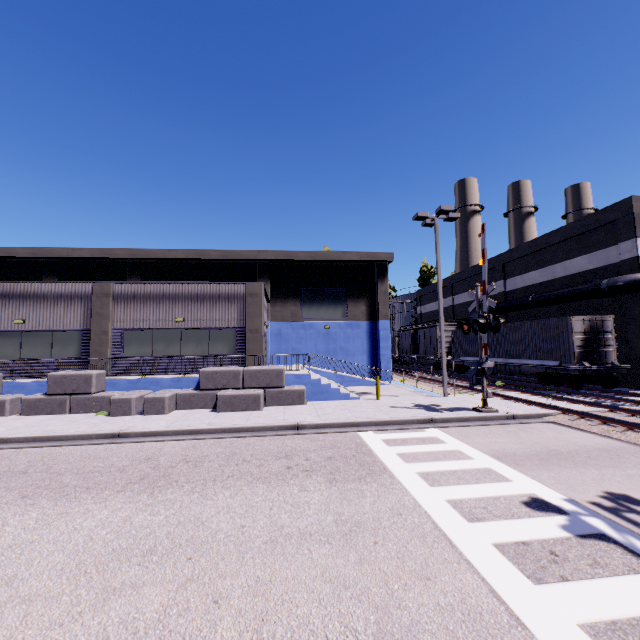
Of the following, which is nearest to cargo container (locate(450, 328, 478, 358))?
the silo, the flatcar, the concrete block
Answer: the flatcar

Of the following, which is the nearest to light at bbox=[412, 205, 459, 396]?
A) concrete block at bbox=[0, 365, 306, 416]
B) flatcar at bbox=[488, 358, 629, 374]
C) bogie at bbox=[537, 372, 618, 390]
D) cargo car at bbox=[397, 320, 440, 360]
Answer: concrete block at bbox=[0, 365, 306, 416]

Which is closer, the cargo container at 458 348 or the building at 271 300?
the building at 271 300

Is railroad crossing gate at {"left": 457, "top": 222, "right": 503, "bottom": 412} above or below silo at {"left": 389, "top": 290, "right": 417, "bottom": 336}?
below

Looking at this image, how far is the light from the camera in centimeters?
1680cm

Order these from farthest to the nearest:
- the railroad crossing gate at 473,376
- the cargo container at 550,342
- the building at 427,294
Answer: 1. the building at 427,294
2. the cargo container at 550,342
3. the railroad crossing gate at 473,376

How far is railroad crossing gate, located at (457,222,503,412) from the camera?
12.6 meters

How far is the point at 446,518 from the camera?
A: 5.5m
